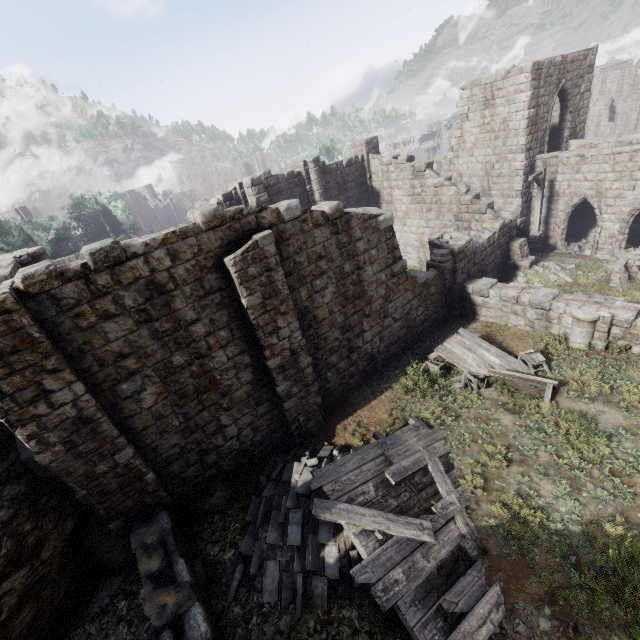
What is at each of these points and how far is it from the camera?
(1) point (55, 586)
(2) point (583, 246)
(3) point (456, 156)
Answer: (1) rock, 7.1 meters
(2) rubble, 19.9 meters
(3) building, 21.8 meters

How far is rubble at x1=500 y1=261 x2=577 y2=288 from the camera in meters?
15.4

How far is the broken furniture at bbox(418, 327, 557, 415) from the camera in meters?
10.0 m

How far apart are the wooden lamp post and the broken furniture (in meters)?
10.90

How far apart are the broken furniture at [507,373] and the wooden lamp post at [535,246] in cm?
1090

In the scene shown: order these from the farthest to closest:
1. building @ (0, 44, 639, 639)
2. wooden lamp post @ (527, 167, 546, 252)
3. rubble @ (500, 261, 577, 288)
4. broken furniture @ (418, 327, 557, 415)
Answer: wooden lamp post @ (527, 167, 546, 252) < rubble @ (500, 261, 577, 288) < broken furniture @ (418, 327, 557, 415) < building @ (0, 44, 639, 639)

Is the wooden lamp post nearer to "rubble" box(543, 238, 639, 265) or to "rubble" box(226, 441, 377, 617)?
"rubble" box(543, 238, 639, 265)

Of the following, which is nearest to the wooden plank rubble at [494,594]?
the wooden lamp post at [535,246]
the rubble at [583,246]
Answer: the rubble at [583,246]
